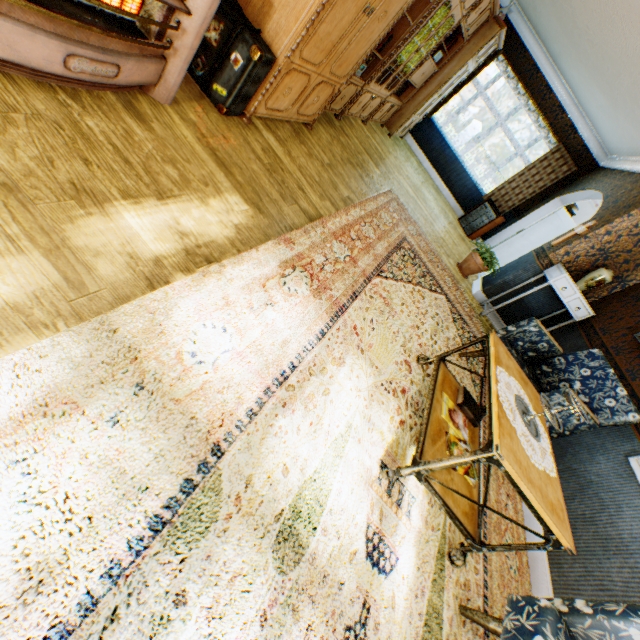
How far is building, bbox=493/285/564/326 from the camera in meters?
5.4 m

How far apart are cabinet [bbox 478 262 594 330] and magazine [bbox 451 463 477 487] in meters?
3.4 m

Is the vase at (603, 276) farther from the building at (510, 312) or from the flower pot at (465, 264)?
the flower pot at (465, 264)

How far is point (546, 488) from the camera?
1.74m

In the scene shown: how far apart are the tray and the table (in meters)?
0.02

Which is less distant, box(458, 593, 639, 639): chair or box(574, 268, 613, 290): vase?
box(458, 593, 639, 639): chair

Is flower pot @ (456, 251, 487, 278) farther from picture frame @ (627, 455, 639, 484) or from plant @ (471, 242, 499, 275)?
picture frame @ (627, 455, 639, 484)

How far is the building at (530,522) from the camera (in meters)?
2.89
